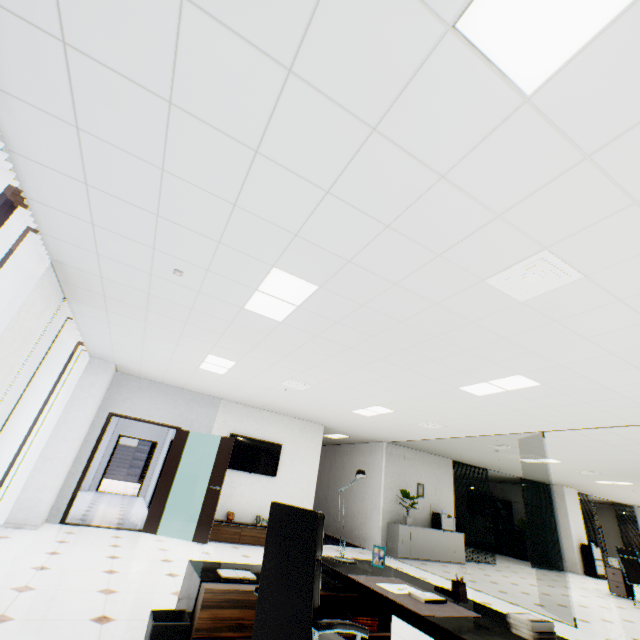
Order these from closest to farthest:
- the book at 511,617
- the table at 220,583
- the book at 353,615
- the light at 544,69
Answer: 1. the light at 544,69
2. the book at 511,617
3. the table at 220,583
4. the book at 353,615

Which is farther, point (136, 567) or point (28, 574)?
point (136, 567)

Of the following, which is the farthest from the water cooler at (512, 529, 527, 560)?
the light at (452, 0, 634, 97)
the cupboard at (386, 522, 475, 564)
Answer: the light at (452, 0, 634, 97)

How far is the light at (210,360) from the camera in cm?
549

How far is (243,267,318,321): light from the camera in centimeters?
306cm

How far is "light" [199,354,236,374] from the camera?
5.5 meters

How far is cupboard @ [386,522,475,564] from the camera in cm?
893

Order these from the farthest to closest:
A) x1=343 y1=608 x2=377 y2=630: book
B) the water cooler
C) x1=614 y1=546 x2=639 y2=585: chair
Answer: the water cooler
x1=614 y1=546 x2=639 y2=585: chair
x1=343 y1=608 x2=377 y2=630: book
